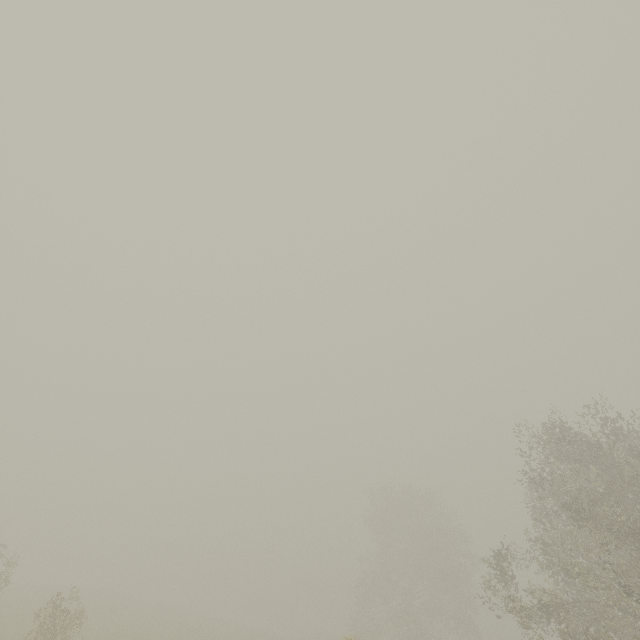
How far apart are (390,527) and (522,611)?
28.97m
